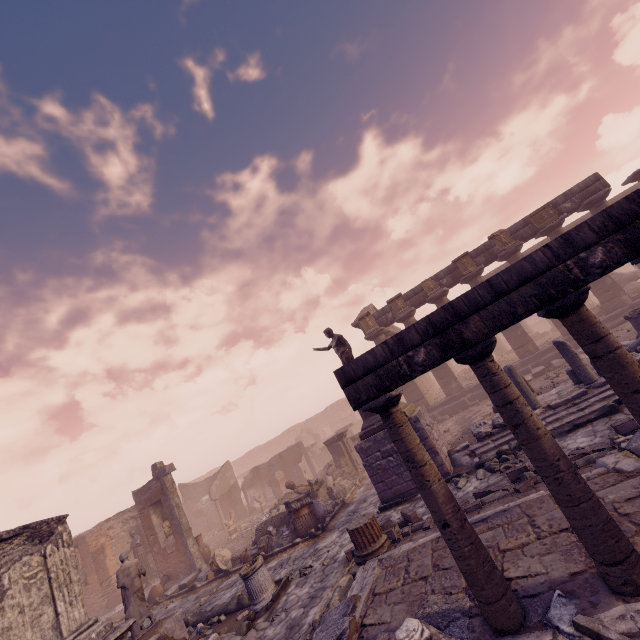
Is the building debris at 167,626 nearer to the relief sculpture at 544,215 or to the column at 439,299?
the column at 439,299

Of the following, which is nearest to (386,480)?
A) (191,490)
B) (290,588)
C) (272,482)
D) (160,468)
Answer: (290,588)

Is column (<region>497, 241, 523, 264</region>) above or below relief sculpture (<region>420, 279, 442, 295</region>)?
below

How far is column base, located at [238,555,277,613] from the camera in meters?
7.9 m

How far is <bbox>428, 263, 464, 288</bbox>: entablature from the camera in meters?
18.6 m

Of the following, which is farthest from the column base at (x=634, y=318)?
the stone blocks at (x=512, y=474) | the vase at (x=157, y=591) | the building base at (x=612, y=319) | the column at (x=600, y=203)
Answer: the vase at (x=157, y=591)

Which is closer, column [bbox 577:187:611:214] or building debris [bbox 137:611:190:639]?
building debris [bbox 137:611:190:639]

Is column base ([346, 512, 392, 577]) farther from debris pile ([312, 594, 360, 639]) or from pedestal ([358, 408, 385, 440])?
pedestal ([358, 408, 385, 440])
